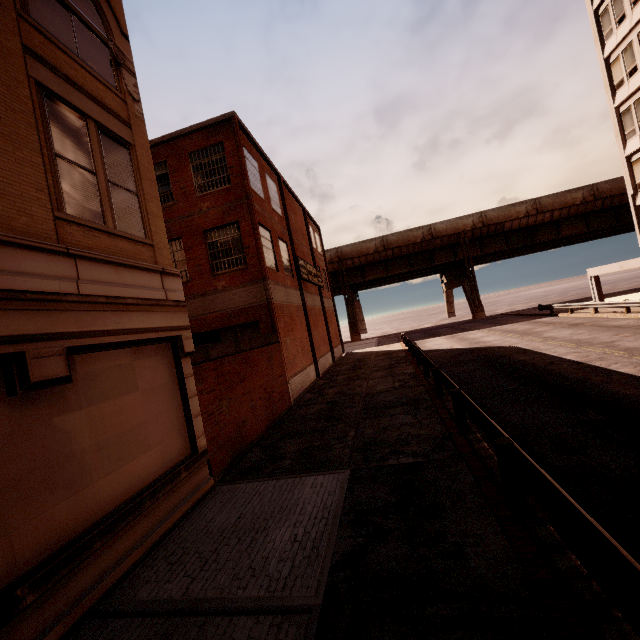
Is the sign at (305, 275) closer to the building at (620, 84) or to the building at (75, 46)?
the building at (75, 46)

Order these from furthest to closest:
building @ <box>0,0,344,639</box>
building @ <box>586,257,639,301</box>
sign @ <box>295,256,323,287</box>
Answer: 1. building @ <box>586,257,639,301</box>
2. sign @ <box>295,256,323,287</box>
3. building @ <box>0,0,344,639</box>

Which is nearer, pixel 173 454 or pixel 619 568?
pixel 619 568

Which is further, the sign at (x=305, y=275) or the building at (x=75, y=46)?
the sign at (x=305, y=275)

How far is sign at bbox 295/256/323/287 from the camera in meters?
21.4

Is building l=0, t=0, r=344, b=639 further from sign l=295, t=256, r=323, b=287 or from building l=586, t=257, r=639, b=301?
building l=586, t=257, r=639, b=301

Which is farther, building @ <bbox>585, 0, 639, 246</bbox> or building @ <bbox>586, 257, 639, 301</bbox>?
building @ <bbox>586, 257, 639, 301</bbox>
